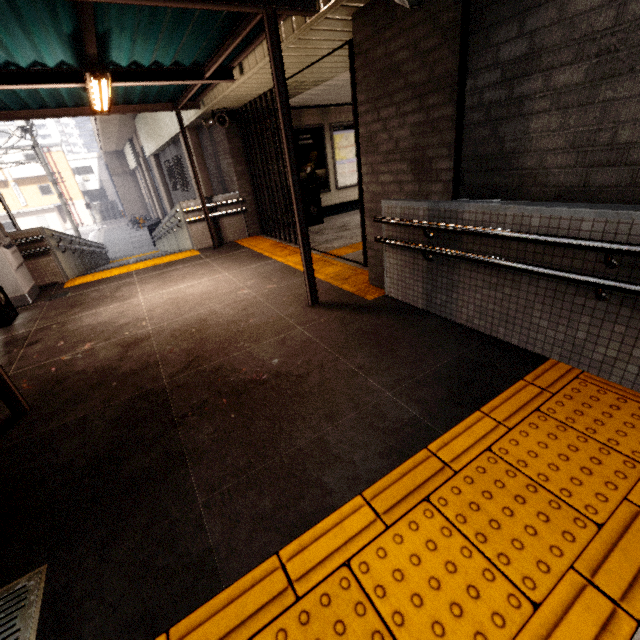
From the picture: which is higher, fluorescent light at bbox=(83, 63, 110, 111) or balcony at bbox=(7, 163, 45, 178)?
balcony at bbox=(7, 163, 45, 178)

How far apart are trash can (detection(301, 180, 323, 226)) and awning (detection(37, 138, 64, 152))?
44.4m

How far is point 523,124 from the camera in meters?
2.4

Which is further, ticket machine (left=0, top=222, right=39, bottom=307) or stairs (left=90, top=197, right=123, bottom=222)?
stairs (left=90, top=197, right=123, bottom=222)

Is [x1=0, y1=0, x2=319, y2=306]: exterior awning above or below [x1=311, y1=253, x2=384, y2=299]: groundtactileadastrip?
above

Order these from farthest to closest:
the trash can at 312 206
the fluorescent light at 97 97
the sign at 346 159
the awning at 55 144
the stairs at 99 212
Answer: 1. the stairs at 99 212
2. the awning at 55 144
3. the sign at 346 159
4. the trash can at 312 206
5. the fluorescent light at 97 97

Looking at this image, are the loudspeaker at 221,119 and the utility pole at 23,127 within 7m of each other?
no

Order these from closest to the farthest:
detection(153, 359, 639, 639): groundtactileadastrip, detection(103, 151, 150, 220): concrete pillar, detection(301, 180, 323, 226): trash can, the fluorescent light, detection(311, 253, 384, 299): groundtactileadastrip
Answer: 1. detection(153, 359, 639, 639): groundtactileadastrip
2. the fluorescent light
3. detection(311, 253, 384, 299): groundtactileadastrip
4. detection(301, 180, 323, 226): trash can
5. detection(103, 151, 150, 220): concrete pillar
